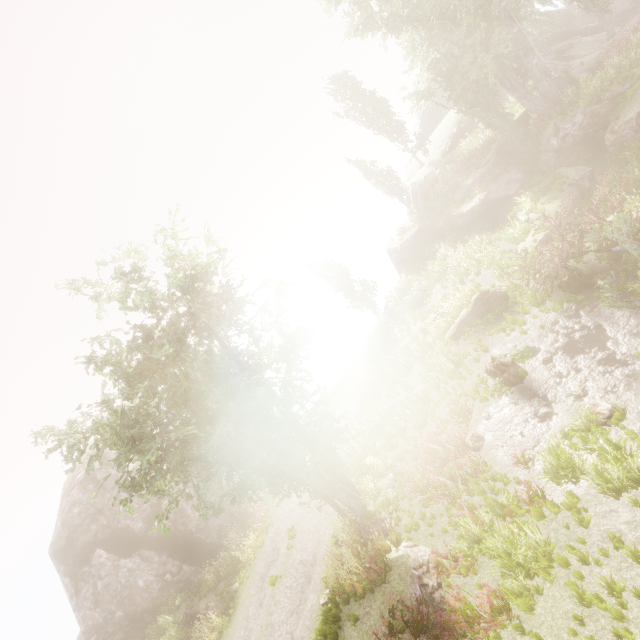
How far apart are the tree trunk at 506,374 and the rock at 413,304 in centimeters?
1044cm

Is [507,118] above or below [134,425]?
below

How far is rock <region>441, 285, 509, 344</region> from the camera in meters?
15.7

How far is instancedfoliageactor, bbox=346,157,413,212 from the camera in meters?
36.2

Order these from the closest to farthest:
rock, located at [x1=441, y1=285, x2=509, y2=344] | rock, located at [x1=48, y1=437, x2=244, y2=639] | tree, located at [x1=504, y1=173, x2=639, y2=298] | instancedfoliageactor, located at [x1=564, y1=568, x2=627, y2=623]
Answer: instancedfoliageactor, located at [x1=564, y1=568, x2=627, y2=623] → tree, located at [x1=504, y1=173, x2=639, y2=298] → rock, located at [x1=441, y1=285, x2=509, y2=344] → rock, located at [x1=48, y1=437, x2=244, y2=639]

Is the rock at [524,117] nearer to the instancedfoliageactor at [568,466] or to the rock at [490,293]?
the instancedfoliageactor at [568,466]

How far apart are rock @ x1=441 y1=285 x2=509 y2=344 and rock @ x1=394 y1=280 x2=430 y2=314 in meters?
6.2

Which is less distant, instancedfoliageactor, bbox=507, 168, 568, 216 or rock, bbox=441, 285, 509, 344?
rock, bbox=441, 285, 509, 344
